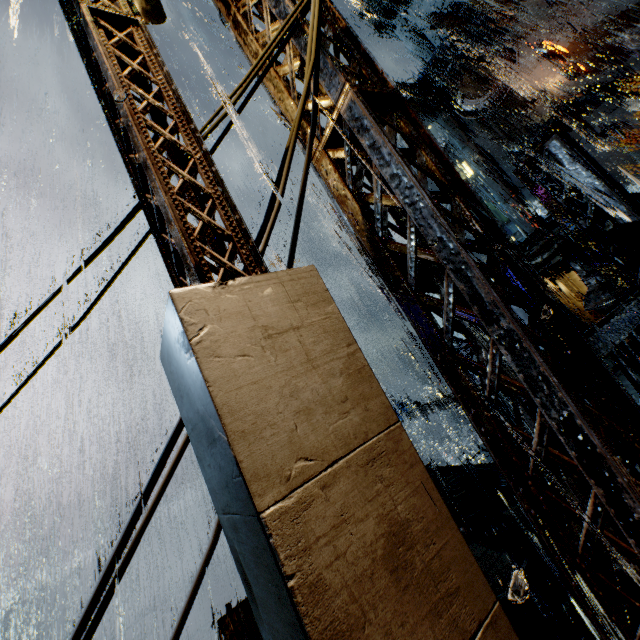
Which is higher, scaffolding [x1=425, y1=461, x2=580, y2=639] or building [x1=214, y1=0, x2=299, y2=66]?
building [x1=214, y1=0, x2=299, y2=66]

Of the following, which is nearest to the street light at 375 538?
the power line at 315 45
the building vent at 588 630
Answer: the power line at 315 45

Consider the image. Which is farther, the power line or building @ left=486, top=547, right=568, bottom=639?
building @ left=486, top=547, right=568, bottom=639

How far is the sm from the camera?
16.81m

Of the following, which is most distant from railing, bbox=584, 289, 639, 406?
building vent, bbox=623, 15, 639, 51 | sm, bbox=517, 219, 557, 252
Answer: building vent, bbox=623, 15, 639, 51

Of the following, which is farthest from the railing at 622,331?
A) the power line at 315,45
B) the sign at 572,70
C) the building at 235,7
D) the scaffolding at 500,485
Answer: the sign at 572,70

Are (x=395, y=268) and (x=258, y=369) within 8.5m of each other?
yes

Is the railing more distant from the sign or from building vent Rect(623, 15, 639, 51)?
building vent Rect(623, 15, 639, 51)
